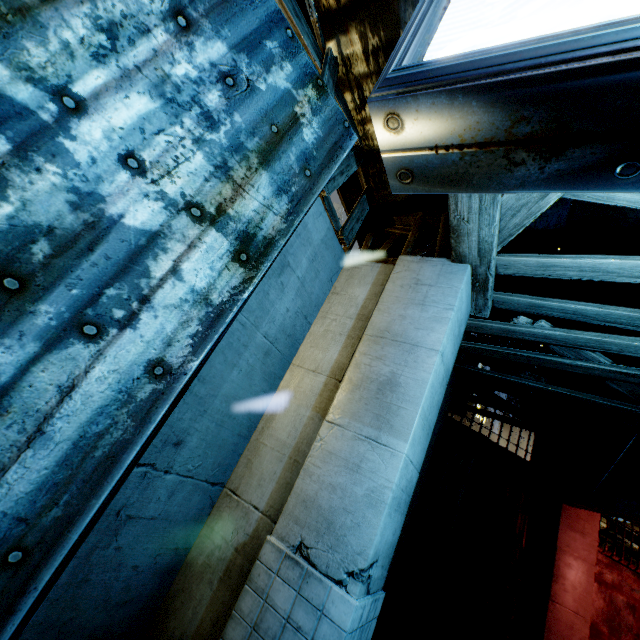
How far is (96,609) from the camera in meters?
3.3 m
